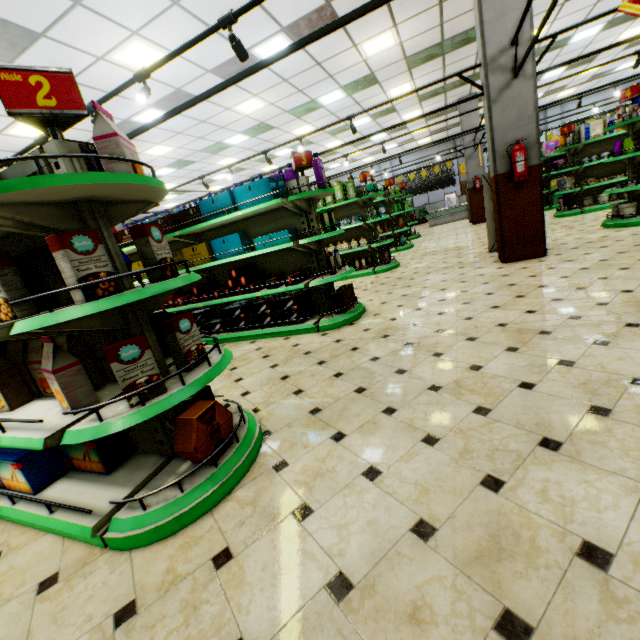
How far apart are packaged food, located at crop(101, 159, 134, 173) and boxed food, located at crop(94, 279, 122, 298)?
0.4 meters

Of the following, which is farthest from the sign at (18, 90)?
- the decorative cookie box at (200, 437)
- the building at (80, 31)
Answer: the building at (80, 31)

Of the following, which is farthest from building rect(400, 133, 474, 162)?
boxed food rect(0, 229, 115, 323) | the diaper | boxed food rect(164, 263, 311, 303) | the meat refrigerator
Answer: the diaper

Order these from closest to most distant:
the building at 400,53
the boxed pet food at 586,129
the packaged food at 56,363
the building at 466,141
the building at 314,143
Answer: the building at 400,53 < the packaged food at 56,363 < the boxed pet food at 586,129 < the building at 314,143 < the building at 466,141

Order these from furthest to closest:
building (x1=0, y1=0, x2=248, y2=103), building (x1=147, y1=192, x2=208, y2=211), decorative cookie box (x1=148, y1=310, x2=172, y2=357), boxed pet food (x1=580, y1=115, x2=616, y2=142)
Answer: building (x1=147, y1=192, x2=208, y2=211)
boxed pet food (x1=580, y1=115, x2=616, y2=142)
building (x1=0, y1=0, x2=248, y2=103)
decorative cookie box (x1=148, y1=310, x2=172, y2=357)

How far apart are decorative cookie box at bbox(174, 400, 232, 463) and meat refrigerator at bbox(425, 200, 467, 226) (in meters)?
19.32

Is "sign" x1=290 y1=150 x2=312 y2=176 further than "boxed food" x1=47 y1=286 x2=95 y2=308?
Yes

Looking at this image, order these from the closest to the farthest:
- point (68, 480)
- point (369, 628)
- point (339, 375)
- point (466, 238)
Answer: point (369, 628) → point (68, 480) → point (339, 375) → point (466, 238)
